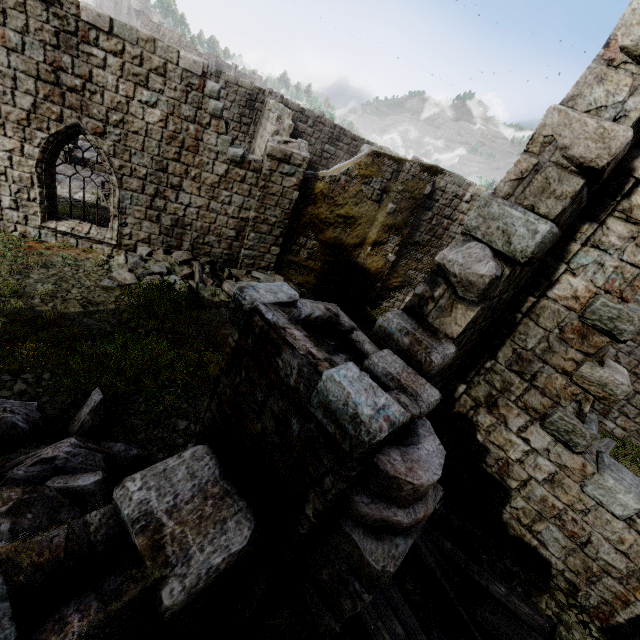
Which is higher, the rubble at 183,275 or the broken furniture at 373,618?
the broken furniture at 373,618

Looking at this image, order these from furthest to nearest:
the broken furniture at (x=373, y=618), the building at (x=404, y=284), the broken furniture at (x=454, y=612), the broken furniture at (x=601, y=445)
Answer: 1. the broken furniture at (x=601, y=445)
2. the broken furniture at (x=454, y=612)
3. the broken furniture at (x=373, y=618)
4. the building at (x=404, y=284)

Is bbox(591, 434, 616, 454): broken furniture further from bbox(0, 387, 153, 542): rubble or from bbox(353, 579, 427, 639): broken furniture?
bbox(0, 387, 153, 542): rubble

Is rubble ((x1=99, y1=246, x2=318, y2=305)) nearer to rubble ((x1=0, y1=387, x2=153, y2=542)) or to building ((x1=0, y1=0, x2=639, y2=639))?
building ((x1=0, y1=0, x2=639, y2=639))

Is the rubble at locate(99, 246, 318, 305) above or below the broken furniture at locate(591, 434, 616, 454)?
below

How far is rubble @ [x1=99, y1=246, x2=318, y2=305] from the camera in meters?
9.1 m

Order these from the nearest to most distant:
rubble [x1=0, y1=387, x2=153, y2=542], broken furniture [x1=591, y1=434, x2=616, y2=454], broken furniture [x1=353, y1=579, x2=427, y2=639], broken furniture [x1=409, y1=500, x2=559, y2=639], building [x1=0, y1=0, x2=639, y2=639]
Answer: building [x1=0, y1=0, x2=639, y2=639] < rubble [x1=0, y1=387, x2=153, y2=542] < broken furniture [x1=353, y1=579, x2=427, y2=639] < broken furniture [x1=409, y1=500, x2=559, y2=639] < broken furniture [x1=591, y1=434, x2=616, y2=454]

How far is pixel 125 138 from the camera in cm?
934
